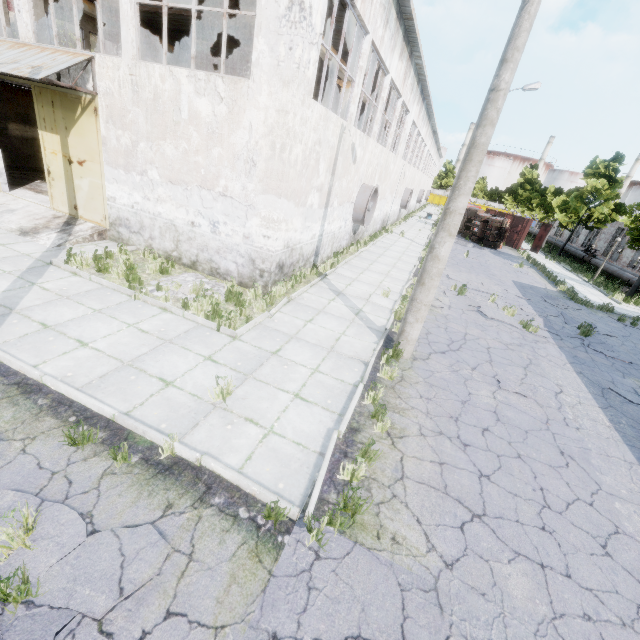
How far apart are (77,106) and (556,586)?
15.6 meters

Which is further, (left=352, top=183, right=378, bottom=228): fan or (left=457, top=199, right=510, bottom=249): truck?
(left=457, top=199, right=510, bottom=249): truck

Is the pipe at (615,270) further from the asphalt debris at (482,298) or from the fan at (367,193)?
the fan at (367,193)

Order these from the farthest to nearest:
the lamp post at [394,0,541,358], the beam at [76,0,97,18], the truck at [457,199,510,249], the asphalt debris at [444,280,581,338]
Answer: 1. the truck at [457,199,510,249]
2. the beam at [76,0,97,18]
3. the asphalt debris at [444,280,581,338]
4. the lamp post at [394,0,541,358]

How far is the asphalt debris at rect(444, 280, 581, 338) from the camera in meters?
12.2 m

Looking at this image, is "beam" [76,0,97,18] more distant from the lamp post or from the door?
the lamp post

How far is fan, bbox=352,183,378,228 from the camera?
15.6m

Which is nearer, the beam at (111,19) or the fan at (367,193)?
the fan at (367,193)
